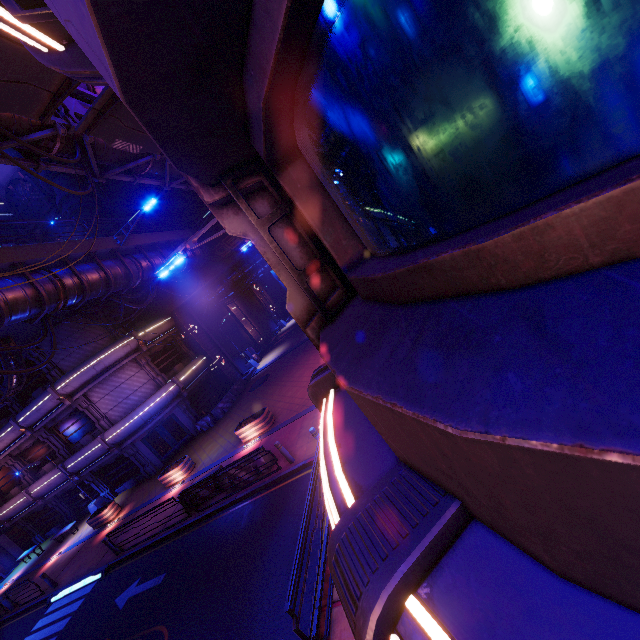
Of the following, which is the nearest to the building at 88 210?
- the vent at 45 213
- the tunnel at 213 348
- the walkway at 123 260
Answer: the vent at 45 213

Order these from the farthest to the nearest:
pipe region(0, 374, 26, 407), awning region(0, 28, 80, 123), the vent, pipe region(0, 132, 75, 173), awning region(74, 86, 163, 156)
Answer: the vent → pipe region(0, 374, 26, 407) → pipe region(0, 132, 75, 173) → awning region(74, 86, 163, 156) → awning region(0, 28, 80, 123)

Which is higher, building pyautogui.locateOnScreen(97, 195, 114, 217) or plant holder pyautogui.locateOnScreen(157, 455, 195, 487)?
building pyautogui.locateOnScreen(97, 195, 114, 217)

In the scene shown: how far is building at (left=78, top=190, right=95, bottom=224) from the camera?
24.6 meters

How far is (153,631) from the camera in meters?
9.8 m

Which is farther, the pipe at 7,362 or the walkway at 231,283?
the walkway at 231,283

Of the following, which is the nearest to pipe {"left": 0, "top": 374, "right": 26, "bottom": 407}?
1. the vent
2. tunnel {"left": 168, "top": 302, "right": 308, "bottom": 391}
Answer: tunnel {"left": 168, "top": 302, "right": 308, "bottom": 391}

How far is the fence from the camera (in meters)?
24.78
